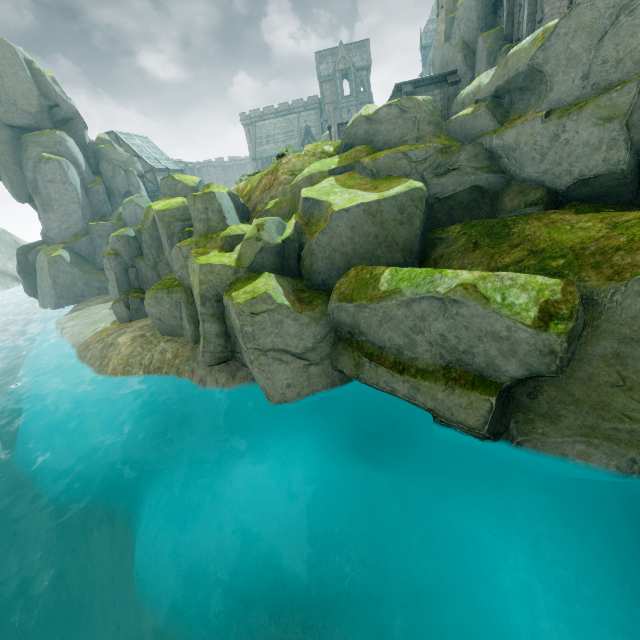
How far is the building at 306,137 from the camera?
57.79m

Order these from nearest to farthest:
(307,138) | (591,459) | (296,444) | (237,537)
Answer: (591,459)
(237,537)
(296,444)
(307,138)

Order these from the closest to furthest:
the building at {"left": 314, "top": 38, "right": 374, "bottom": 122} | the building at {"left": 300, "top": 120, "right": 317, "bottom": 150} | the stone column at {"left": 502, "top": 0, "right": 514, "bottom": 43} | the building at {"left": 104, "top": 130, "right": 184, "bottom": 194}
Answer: the stone column at {"left": 502, "top": 0, "right": 514, "bottom": 43}, the building at {"left": 104, "top": 130, "right": 184, "bottom": 194}, the building at {"left": 314, "top": 38, "right": 374, "bottom": 122}, the building at {"left": 300, "top": 120, "right": 317, "bottom": 150}

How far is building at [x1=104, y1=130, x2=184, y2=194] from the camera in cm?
4812

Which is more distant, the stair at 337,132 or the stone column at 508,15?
the stair at 337,132

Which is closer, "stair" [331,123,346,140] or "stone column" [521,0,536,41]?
"stone column" [521,0,536,41]

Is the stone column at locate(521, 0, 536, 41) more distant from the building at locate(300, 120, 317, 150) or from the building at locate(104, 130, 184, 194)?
the building at locate(104, 130, 184, 194)

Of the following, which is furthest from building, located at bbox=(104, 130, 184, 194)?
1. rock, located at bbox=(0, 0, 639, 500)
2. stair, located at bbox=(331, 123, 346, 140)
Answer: stair, located at bbox=(331, 123, 346, 140)
